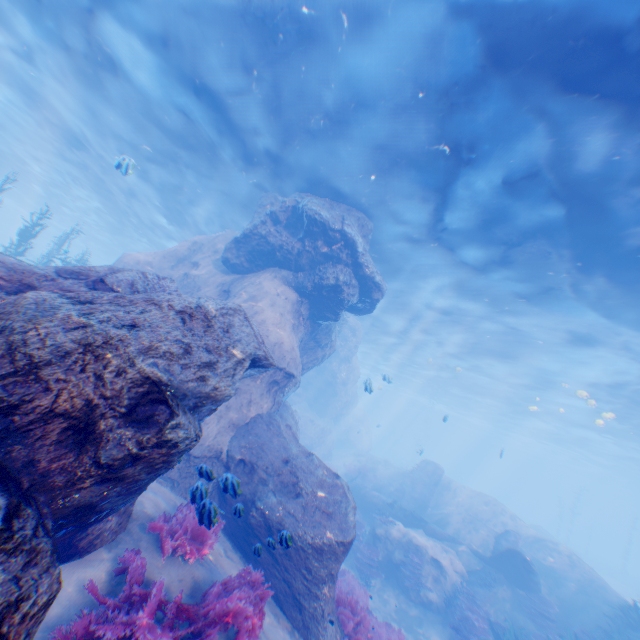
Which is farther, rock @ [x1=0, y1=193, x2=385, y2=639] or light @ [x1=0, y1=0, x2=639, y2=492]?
light @ [x1=0, y1=0, x2=639, y2=492]

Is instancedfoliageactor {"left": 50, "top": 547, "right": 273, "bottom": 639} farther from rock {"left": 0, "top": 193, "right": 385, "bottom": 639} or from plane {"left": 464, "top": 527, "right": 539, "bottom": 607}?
plane {"left": 464, "top": 527, "right": 539, "bottom": 607}

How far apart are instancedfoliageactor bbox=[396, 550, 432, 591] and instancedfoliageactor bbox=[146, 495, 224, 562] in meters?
10.9

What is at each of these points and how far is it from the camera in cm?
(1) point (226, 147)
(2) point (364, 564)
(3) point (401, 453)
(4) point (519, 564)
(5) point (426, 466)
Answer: (1) light, 1384
(2) instancedfoliageactor, 1416
(3) rock, 5722
(4) plane, 1371
(5) plane, 2317

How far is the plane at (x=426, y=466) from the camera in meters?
16.8

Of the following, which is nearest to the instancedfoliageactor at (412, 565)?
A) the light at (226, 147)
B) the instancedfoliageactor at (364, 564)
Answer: the instancedfoliageactor at (364, 564)

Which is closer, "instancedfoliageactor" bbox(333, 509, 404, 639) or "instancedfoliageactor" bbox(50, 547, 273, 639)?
"instancedfoliageactor" bbox(50, 547, 273, 639)

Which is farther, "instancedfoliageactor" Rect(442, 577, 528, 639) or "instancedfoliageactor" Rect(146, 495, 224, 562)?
"instancedfoliageactor" Rect(442, 577, 528, 639)
